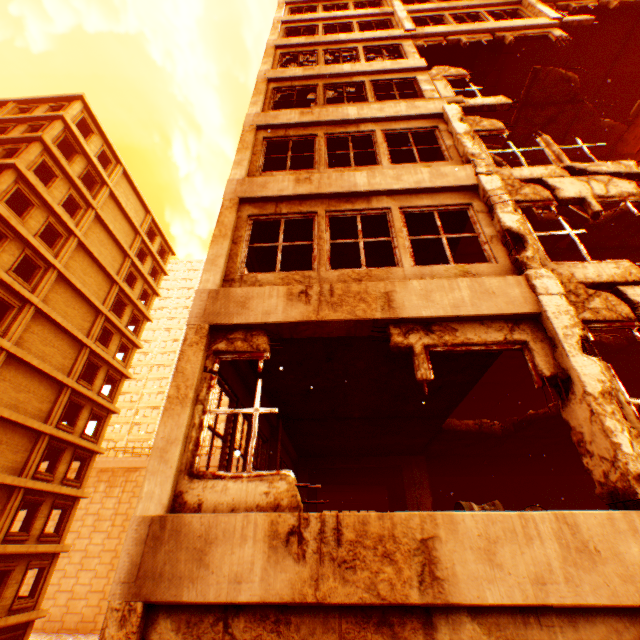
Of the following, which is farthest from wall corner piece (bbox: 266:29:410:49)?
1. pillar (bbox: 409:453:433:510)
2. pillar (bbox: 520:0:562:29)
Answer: pillar (bbox: 409:453:433:510)

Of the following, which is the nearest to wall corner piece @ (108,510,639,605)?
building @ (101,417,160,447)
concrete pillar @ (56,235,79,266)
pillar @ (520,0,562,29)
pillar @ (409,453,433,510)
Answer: concrete pillar @ (56,235,79,266)

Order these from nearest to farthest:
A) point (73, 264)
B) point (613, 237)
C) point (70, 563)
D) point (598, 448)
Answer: point (598, 448) → point (613, 237) → point (73, 264) → point (70, 563)

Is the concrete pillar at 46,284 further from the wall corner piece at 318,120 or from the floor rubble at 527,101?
the floor rubble at 527,101

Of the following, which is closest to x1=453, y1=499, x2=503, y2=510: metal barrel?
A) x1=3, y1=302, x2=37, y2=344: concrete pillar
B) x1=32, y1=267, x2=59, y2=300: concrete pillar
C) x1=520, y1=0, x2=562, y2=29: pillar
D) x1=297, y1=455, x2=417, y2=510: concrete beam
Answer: x1=297, y1=455, x2=417, y2=510: concrete beam

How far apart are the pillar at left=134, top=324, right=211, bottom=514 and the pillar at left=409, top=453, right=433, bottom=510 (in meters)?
9.36

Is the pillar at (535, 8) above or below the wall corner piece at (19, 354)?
above
